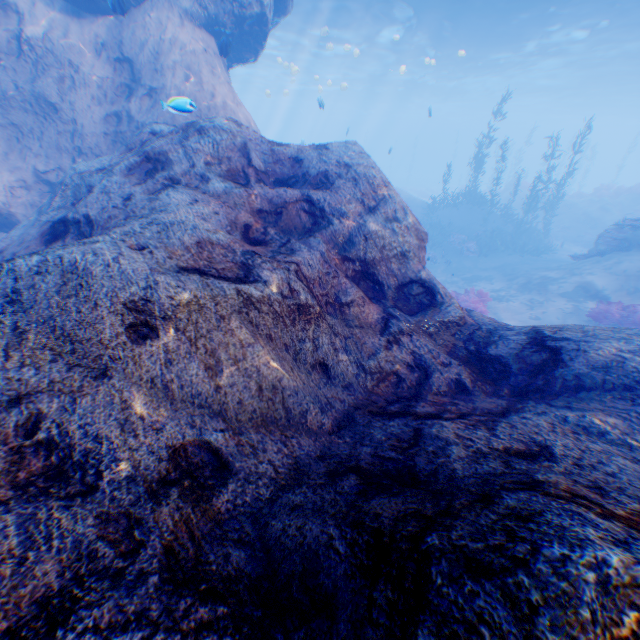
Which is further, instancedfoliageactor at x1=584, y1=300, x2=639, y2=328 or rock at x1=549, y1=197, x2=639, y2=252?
rock at x1=549, y1=197, x2=639, y2=252

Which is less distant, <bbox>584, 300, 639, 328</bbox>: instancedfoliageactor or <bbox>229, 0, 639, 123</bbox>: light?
<bbox>584, 300, 639, 328</bbox>: instancedfoliageactor

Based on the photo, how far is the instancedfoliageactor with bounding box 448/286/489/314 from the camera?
12.1 meters

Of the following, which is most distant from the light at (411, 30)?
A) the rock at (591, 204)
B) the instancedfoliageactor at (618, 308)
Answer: the rock at (591, 204)

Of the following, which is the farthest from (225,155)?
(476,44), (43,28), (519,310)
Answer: (476,44)

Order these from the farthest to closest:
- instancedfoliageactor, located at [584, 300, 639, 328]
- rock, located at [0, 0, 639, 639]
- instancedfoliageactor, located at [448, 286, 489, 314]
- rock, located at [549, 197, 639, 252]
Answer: rock, located at [549, 197, 639, 252], instancedfoliageactor, located at [448, 286, 489, 314], instancedfoliageactor, located at [584, 300, 639, 328], rock, located at [0, 0, 639, 639]

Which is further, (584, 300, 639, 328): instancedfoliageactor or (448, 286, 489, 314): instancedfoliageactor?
(448, 286, 489, 314): instancedfoliageactor

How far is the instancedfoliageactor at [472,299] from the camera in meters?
12.1 m
